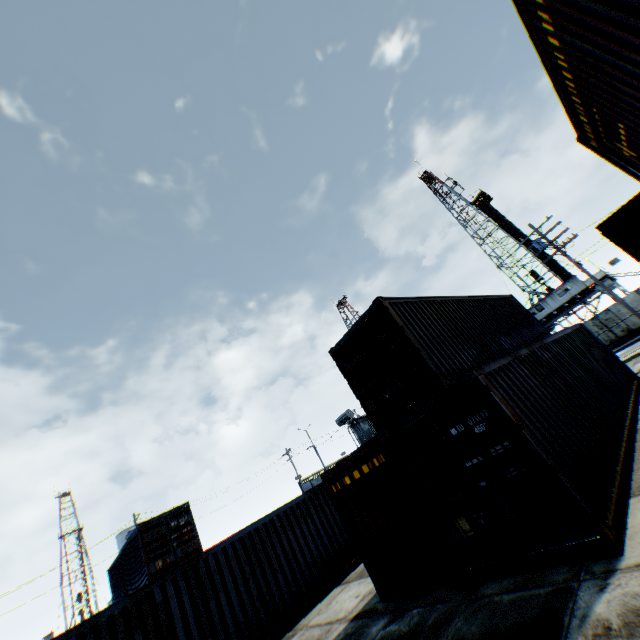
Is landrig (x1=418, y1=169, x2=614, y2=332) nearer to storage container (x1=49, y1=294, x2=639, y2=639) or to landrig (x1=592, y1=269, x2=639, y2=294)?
landrig (x1=592, y1=269, x2=639, y2=294)

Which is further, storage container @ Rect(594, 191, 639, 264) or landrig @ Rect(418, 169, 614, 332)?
landrig @ Rect(418, 169, 614, 332)

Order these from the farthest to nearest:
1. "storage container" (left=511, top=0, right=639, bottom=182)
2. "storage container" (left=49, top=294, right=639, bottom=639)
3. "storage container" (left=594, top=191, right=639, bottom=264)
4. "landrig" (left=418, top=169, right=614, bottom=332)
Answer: "landrig" (left=418, top=169, right=614, bottom=332), "storage container" (left=594, top=191, right=639, bottom=264), "storage container" (left=49, top=294, right=639, bottom=639), "storage container" (left=511, top=0, right=639, bottom=182)

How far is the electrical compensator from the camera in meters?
28.0 m

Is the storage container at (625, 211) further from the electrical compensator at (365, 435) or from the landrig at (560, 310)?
the landrig at (560, 310)

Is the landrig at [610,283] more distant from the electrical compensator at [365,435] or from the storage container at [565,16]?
the storage container at [565,16]

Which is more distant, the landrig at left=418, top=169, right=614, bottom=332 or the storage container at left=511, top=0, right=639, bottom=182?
the landrig at left=418, top=169, right=614, bottom=332

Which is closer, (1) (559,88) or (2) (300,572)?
(1) (559,88)
